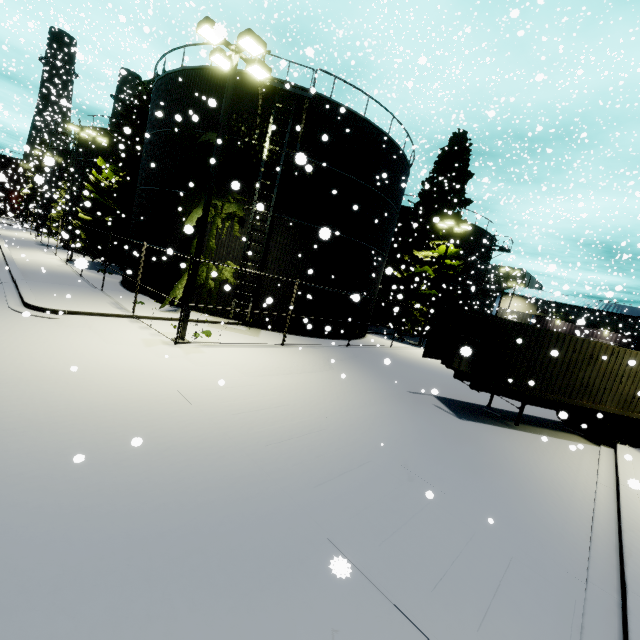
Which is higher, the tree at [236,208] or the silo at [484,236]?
the tree at [236,208]

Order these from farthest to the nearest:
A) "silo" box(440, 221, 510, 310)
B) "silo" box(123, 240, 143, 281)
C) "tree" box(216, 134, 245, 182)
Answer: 1. "silo" box(440, 221, 510, 310)
2. "silo" box(123, 240, 143, 281)
3. "tree" box(216, 134, 245, 182)

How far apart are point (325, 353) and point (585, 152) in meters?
21.4 m

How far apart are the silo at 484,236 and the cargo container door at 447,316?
20.4 meters

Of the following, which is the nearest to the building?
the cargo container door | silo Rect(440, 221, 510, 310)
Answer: the cargo container door

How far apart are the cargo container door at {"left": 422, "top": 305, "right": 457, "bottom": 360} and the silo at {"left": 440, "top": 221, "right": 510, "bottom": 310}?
20.42m

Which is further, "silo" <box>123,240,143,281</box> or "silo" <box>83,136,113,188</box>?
"silo" <box>83,136,113,188</box>
